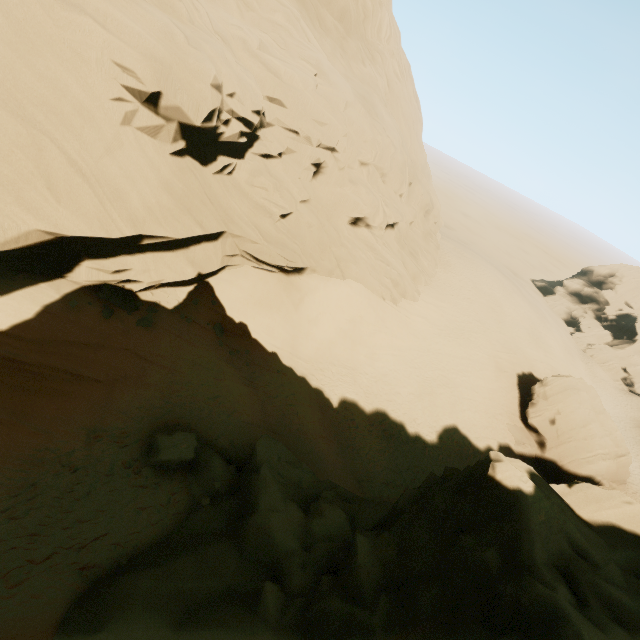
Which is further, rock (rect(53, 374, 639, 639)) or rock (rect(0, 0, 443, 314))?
rock (rect(0, 0, 443, 314))

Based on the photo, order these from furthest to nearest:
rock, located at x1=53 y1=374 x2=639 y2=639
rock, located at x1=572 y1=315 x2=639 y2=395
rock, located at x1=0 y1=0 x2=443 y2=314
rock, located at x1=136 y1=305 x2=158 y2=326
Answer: rock, located at x1=572 y1=315 x2=639 y2=395 < rock, located at x1=136 y1=305 x2=158 y2=326 < rock, located at x1=0 y1=0 x2=443 y2=314 < rock, located at x1=53 y1=374 x2=639 y2=639

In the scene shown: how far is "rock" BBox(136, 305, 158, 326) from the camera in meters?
14.3 m

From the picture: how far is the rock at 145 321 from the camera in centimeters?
1435cm

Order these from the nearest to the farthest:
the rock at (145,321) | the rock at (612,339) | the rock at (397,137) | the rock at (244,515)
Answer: the rock at (244,515) → the rock at (397,137) → the rock at (145,321) → the rock at (612,339)

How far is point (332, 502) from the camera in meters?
11.6 m

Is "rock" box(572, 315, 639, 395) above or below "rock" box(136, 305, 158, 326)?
below
